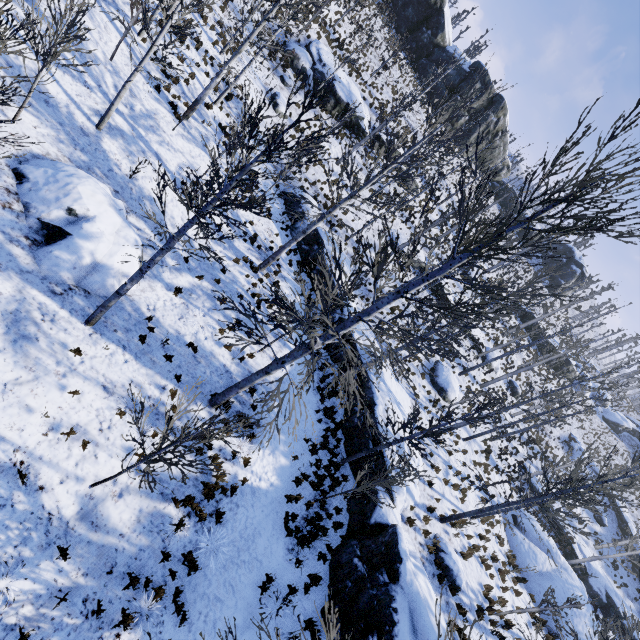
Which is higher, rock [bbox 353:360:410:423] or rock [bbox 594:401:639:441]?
rock [bbox 594:401:639:441]

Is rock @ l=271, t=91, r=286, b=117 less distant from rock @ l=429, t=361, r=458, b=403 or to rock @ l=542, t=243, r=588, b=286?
rock @ l=429, t=361, r=458, b=403

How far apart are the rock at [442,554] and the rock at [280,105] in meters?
26.8 m

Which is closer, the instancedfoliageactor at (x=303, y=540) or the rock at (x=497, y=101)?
the instancedfoliageactor at (x=303, y=540)

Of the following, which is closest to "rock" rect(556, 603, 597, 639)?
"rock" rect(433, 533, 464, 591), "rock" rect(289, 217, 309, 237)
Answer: "rock" rect(289, 217, 309, 237)

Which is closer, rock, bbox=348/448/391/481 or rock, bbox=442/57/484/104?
rock, bbox=348/448/391/481

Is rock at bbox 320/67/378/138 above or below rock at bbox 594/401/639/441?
below

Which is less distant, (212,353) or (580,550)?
(212,353)
